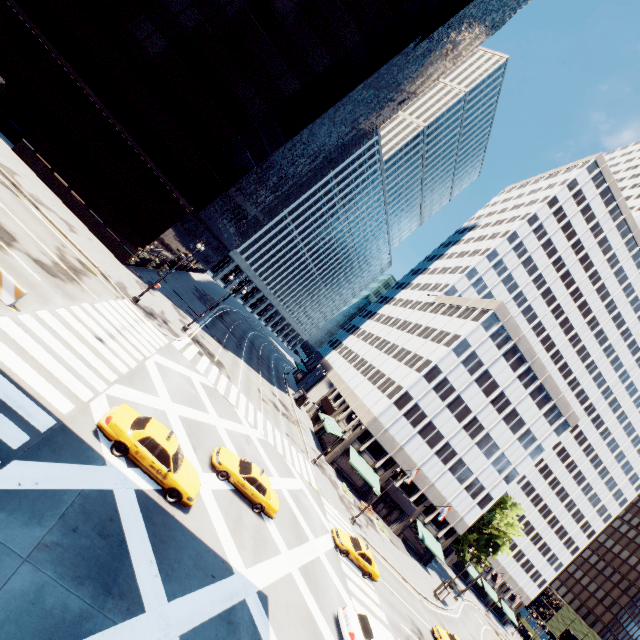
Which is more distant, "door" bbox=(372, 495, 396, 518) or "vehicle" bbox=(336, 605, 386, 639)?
"door" bbox=(372, 495, 396, 518)

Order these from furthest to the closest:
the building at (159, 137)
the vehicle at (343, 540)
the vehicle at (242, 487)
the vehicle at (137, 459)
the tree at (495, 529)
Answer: the tree at (495, 529) < the building at (159, 137) < the vehicle at (343, 540) < the vehicle at (242, 487) < the vehicle at (137, 459)

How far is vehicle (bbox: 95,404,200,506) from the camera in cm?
1273

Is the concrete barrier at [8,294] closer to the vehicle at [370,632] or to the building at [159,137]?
the building at [159,137]

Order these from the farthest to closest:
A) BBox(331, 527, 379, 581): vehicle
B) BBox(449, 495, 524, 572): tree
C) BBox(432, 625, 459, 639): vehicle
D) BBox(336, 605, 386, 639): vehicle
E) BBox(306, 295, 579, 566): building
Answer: BBox(449, 495, 524, 572): tree
BBox(306, 295, 579, 566): building
BBox(432, 625, 459, 639): vehicle
BBox(331, 527, 379, 581): vehicle
BBox(336, 605, 386, 639): vehicle

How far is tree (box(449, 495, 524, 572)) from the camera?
51.12m

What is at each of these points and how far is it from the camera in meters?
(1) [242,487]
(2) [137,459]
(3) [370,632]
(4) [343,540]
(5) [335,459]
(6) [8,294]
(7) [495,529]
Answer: (1) vehicle, 18.2 m
(2) vehicle, 12.9 m
(3) vehicle, 16.9 m
(4) vehicle, 24.9 m
(5) building, 43.3 m
(6) concrete barrier, 13.8 m
(7) tree, 52.4 m

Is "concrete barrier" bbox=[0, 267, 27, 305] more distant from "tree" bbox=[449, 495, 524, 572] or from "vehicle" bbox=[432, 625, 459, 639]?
"vehicle" bbox=[432, 625, 459, 639]
